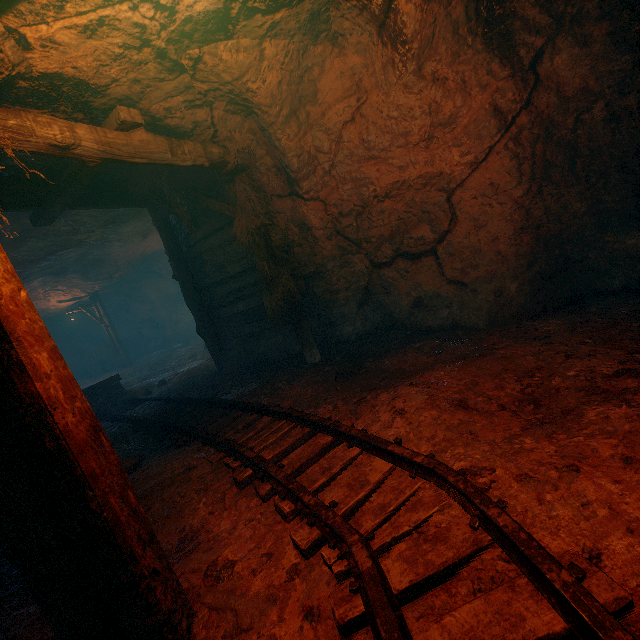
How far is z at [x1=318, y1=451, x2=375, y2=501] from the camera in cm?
249

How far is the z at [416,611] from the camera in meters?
1.5 m

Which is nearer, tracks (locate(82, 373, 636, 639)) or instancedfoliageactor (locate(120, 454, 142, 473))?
tracks (locate(82, 373, 636, 639))

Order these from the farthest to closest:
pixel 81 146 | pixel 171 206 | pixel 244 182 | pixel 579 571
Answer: pixel 171 206, pixel 244 182, pixel 81 146, pixel 579 571

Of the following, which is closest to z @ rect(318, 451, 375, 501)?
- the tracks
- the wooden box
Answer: the tracks

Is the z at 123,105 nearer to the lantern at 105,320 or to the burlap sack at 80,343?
the burlap sack at 80,343

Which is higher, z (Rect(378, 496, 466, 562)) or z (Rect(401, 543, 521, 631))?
z (Rect(378, 496, 466, 562))

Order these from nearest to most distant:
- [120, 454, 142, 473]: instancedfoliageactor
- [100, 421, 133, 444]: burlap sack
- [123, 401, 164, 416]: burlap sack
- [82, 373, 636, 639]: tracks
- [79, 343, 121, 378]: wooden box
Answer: [82, 373, 636, 639]: tracks → [120, 454, 142, 473]: instancedfoliageactor → [100, 421, 133, 444]: burlap sack → [123, 401, 164, 416]: burlap sack → [79, 343, 121, 378]: wooden box
